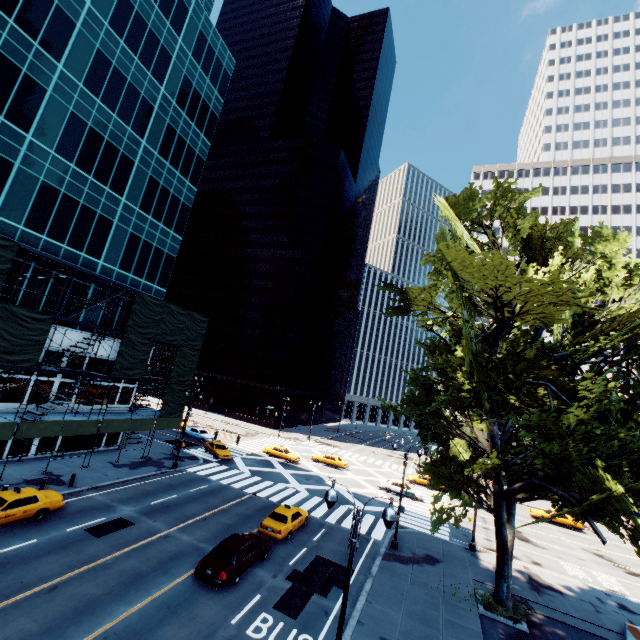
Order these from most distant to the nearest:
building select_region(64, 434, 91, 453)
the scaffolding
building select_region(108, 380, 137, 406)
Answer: building select_region(108, 380, 137, 406)
building select_region(64, 434, 91, 453)
the scaffolding

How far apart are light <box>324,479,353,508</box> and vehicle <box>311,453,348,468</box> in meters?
35.9

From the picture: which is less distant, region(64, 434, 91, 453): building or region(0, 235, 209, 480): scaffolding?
region(0, 235, 209, 480): scaffolding

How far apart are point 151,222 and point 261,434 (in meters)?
40.64

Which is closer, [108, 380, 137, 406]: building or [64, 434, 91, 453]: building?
[64, 434, 91, 453]: building

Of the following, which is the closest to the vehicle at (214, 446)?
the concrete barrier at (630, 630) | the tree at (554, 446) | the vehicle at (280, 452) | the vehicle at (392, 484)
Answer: the vehicle at (280, 452)

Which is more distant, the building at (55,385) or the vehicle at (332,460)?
the vehicle at (332,460)

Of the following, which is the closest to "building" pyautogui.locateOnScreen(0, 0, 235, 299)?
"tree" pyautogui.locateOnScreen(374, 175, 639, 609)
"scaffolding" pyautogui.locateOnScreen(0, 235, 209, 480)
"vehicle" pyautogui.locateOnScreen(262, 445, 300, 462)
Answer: "scaffolding" pyautogui.locateOnScreen(0, 235, 209, 480)
